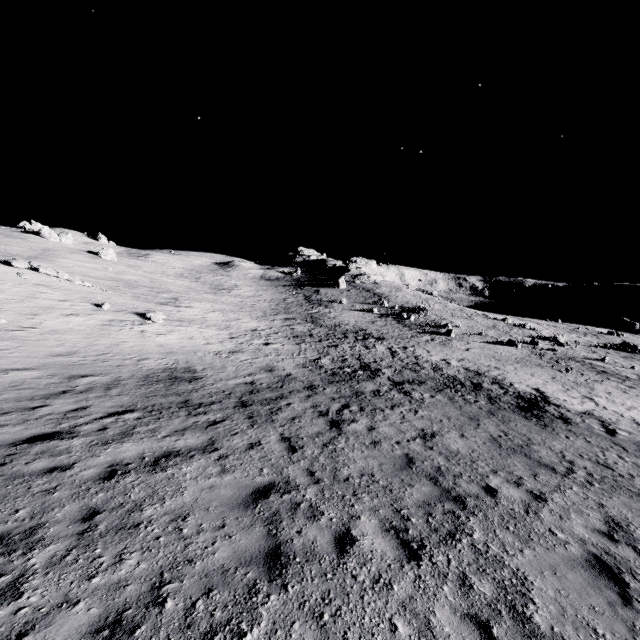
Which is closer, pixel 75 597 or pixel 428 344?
pixel 75 597
